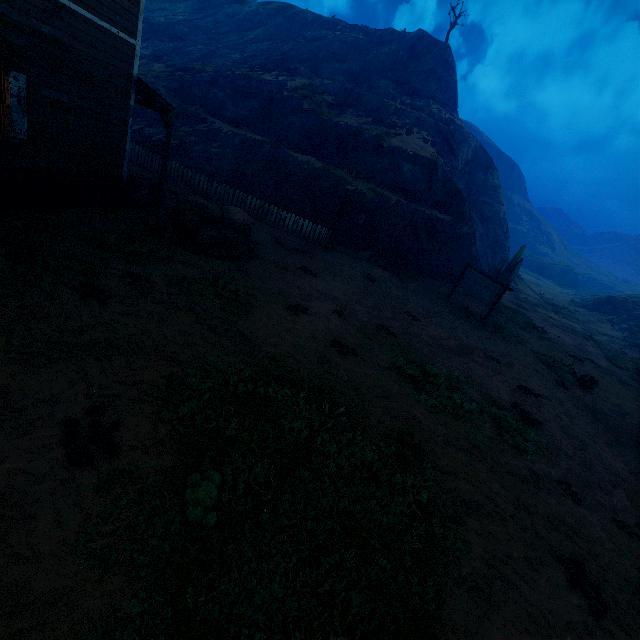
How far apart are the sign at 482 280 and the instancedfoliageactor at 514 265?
7.4 meters

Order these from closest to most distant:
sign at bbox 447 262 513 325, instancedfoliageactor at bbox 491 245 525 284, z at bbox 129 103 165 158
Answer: sign at bbox 447 262 513 325 < z at bbox 129 103 165 158 < instancedfoliageactor at bbox 491 245 525 284

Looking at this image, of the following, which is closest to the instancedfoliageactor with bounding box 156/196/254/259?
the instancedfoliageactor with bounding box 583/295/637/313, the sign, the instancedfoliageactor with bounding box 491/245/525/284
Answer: the sign

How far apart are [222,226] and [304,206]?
8.9m

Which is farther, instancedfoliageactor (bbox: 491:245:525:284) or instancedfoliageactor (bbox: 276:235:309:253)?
instancedfoliageactor (bbox: 491:245:525:284)

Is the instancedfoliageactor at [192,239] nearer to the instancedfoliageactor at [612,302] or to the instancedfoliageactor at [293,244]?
the instancedfoliageactor at [293,244]

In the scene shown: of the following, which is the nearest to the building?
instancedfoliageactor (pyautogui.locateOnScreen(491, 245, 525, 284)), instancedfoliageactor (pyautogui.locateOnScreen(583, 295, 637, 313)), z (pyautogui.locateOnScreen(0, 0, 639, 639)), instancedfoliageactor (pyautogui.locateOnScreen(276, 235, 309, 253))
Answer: z (pyautogui.locateOnScreen(0, 0, 639, 639))

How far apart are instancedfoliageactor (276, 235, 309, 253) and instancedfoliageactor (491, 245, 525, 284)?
15.6 meters
